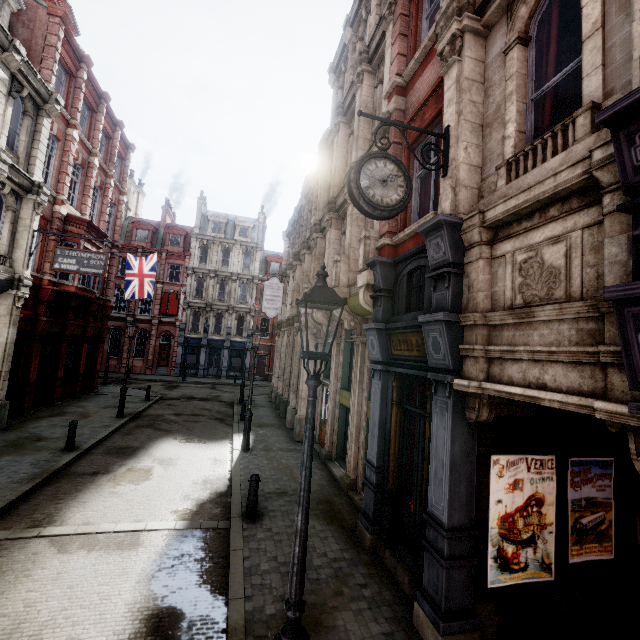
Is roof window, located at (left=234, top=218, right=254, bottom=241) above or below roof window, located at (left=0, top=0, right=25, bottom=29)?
above

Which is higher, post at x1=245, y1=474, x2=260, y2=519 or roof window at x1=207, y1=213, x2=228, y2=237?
roof window at x1=207, y1=213, x2=228, y2=237

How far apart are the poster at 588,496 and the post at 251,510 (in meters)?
6.00

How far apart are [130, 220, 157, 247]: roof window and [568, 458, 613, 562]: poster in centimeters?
4092cm

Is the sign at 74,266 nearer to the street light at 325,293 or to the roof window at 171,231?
the street light at 325,293

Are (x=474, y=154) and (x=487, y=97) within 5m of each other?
yes

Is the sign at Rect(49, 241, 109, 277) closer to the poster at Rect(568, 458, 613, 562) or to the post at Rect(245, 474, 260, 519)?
the post at Rect(245, 474, 260, 519)

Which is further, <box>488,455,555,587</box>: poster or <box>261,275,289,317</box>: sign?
<box>261,275,289,317</box>: sign
